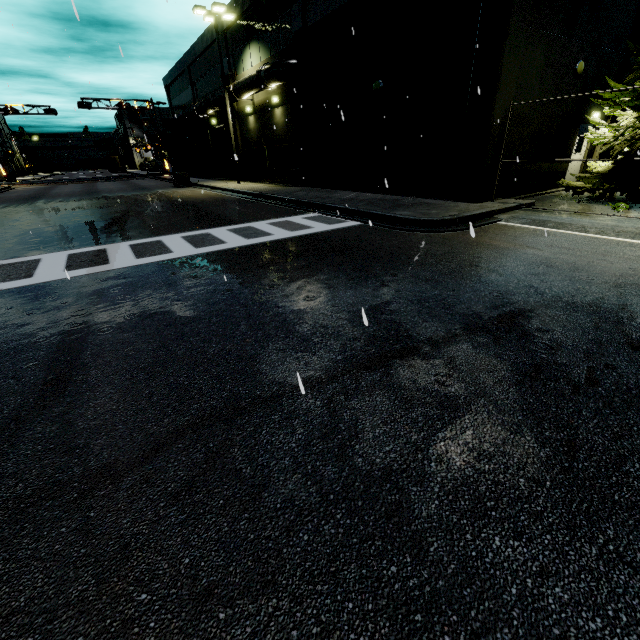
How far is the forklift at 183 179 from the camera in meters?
26.5 m

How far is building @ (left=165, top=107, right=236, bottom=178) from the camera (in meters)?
28.90

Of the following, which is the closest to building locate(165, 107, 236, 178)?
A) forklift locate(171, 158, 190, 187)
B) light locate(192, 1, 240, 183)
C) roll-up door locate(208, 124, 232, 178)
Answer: roll-up door locate(208, 124, 232, 178)

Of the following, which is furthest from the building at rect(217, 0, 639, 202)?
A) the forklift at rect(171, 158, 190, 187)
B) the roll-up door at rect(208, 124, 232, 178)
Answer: the forklift at rect(171, 158, 190, 187)

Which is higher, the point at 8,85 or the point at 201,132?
the point at 8,85

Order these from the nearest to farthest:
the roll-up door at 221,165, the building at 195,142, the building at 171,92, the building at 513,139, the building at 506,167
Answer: the building at 513,139, the building at 506,167, the building at 171,92, the building at 195,142, the roll-up door at 221,165

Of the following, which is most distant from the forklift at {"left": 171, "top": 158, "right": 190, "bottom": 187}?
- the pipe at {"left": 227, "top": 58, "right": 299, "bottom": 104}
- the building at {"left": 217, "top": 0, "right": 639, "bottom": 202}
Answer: the building at {"left": 217, "top": 0, "right": 639, "bottom": 202}

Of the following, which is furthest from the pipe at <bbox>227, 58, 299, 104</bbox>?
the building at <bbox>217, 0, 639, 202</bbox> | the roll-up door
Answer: the roll-up door
